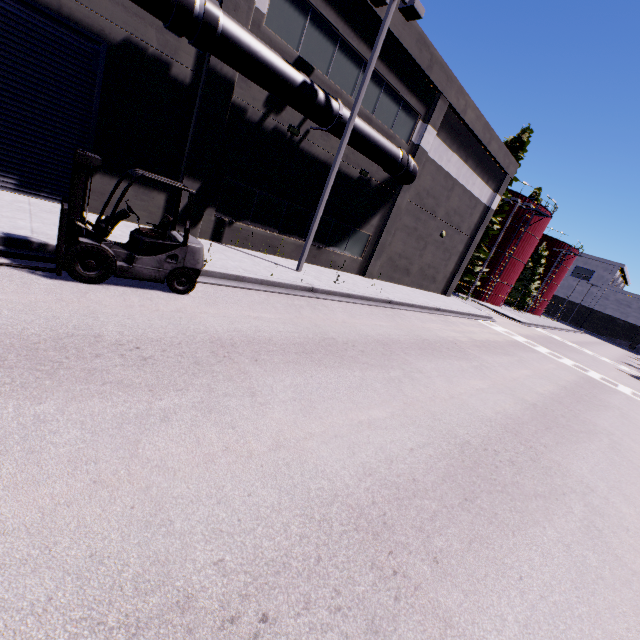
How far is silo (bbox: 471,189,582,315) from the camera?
35.9 meters

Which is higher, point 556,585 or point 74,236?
point 74,236

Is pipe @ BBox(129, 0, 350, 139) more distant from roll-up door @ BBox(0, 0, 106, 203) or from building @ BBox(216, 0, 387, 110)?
roll-up door @ BBox(0, 0, 106, 203)

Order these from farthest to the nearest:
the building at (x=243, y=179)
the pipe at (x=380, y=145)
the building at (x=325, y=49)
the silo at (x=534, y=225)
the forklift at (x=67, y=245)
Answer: the silo at (x=534, y=225) → the pipe at (x=380, y=145) → the building at (x=325, y=49) → the building at (x=243, y=179) → the forklift at (x=67, y=245)

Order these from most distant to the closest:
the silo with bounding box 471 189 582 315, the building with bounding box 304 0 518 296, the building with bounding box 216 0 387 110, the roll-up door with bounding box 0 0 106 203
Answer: the silo with bounding box 471 189 582 315 → the building with bounding box 304 0 518 296 → the building with bounding box 216 0 387 110 → the roll-up door with bounding box 0 0 106 203

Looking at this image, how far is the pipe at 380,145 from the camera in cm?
1274

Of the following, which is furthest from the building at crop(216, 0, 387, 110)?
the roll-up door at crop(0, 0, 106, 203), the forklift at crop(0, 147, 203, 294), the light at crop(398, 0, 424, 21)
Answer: the forklift at crop(0, 147, 203, 294)

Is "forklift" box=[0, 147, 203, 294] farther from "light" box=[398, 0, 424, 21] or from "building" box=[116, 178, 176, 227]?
"light" box=[398, 0, 424, 21]
